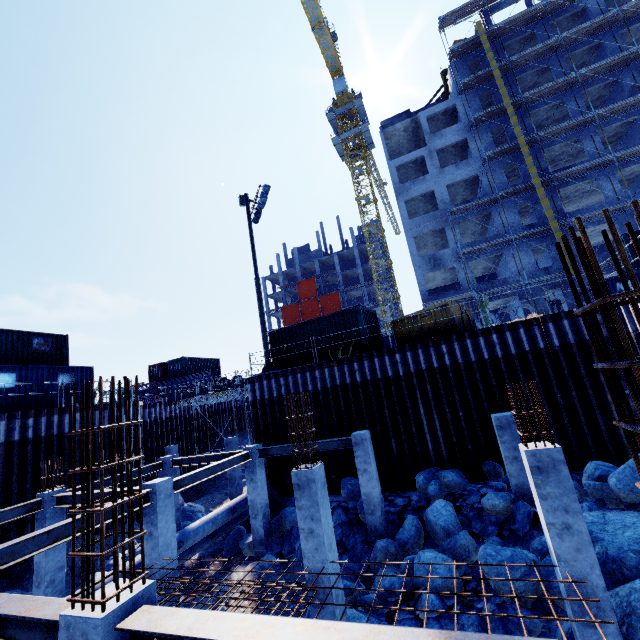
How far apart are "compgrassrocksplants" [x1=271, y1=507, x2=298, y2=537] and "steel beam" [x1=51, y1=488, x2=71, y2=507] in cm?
559

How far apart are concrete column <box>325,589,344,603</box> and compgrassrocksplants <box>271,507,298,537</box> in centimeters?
569cm

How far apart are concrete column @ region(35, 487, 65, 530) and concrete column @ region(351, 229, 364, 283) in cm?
5068

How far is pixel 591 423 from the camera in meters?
11.7 m

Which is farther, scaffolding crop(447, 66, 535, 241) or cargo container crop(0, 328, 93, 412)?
scaffolding crop(447, 66, 535, 241)

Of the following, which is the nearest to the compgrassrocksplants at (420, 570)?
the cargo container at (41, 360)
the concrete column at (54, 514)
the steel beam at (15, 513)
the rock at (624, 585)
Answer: the rock at (624, 585)

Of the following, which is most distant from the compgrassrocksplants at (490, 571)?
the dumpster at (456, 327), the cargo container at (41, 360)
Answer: the cargo container at (41, 360)

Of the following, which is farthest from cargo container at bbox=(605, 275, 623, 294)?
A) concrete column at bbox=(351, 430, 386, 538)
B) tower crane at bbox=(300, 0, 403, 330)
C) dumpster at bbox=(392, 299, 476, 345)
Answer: tower crane at bbox=(300, 0, 403, 330)
